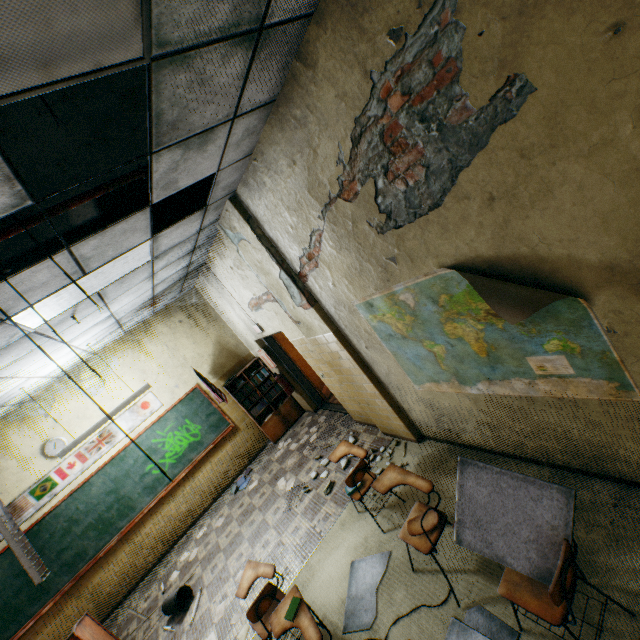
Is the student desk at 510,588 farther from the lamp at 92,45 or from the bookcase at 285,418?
the bookcase at 285,418

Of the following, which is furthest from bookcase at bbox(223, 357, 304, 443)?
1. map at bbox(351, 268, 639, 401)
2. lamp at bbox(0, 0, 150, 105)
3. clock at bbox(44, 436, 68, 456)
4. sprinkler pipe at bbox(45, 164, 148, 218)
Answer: lamp at bbox(0, 0, 150, 105)

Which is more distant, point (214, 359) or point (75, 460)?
point (214, 359)

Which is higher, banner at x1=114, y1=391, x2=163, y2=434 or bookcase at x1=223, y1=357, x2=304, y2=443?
banner at x1=114, y1=391, x2=163, y2=434

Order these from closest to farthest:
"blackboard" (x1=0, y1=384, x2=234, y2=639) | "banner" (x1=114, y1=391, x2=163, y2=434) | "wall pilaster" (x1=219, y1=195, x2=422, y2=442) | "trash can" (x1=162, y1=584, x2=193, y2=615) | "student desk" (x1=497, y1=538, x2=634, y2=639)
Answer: "student desk" (x1=497, y1=538, x2=634, y2=639)
"wall pilaster" (x1=219, y1=195, x2=422, y2=442)
"trash can" (x1=162, y1=584, x2=193, y2=615)
"blackboard" (x1=0, y1=384, x2=234, y2=639)
"banner" (x1=114, y1=391, x2=163, y2=434)

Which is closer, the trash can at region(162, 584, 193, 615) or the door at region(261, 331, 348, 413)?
the trash can at region(162, 584, 193, 615)

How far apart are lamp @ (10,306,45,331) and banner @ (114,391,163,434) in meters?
3.9

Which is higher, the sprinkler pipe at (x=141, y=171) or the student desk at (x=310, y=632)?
the sprinkler pipe at (x=141, y=171)
